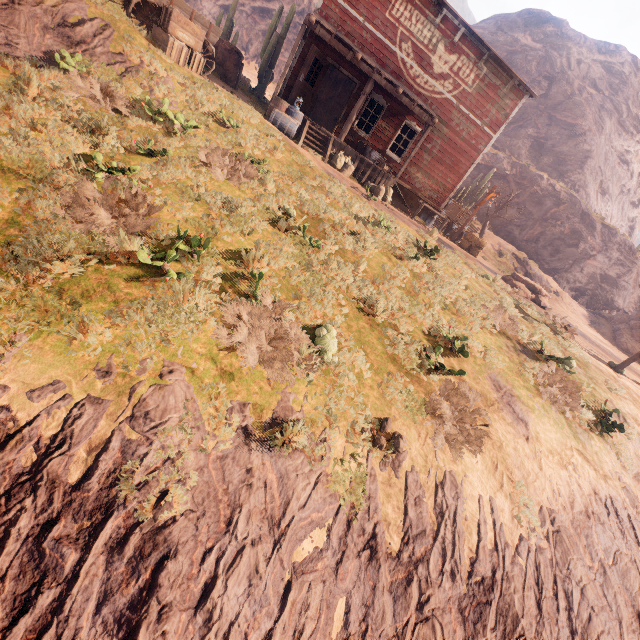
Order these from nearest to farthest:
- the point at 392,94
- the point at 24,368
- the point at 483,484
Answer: the point at 24,368 → the point at 483,484 → the point at 392,94

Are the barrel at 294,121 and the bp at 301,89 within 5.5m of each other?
yes

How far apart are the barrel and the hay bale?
11.0 meters

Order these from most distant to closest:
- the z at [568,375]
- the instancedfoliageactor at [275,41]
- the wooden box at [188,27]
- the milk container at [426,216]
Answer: the instancedfoliageactor at [275,41]
the milk container at [426,216]
the wooden box at [188,27]
the z at [568,375]

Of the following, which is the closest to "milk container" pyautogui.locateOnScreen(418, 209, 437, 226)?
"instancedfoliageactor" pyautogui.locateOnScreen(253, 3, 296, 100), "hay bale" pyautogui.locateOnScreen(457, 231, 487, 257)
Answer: "hay bale" pyautogui.locateOnScreen(457, 231, 487, 257)

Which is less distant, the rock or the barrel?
the barrel

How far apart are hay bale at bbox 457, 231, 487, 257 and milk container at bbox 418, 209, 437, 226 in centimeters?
243cm

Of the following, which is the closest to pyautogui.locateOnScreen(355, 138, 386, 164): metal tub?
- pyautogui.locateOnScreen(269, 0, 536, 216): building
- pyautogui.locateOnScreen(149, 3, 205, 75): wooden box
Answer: pyautogui.locateOnScreen(269, 0, 536, 216): building
